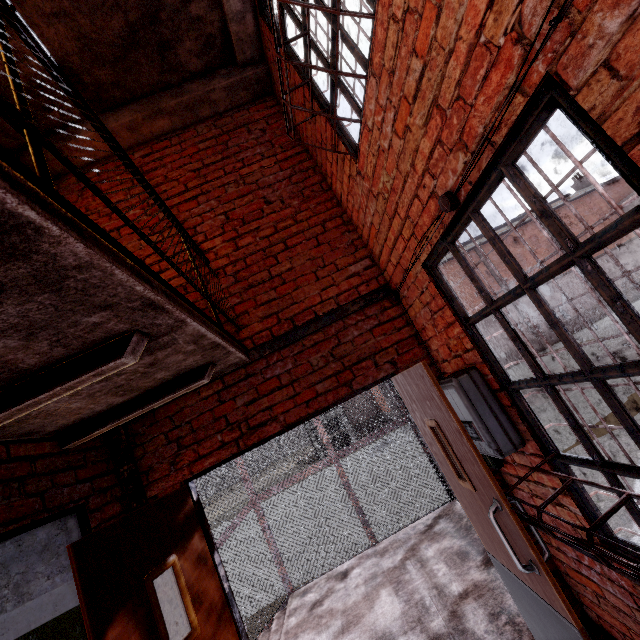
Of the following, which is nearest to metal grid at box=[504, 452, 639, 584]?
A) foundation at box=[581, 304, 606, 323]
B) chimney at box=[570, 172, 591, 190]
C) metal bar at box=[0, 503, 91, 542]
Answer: metal bar at box=[0, 503, 91, 542]

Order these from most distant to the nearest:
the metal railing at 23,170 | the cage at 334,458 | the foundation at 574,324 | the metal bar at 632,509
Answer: the foundation at 574,324, the cage at 334,458, the metal bar at 632,509, the metal railing at 23,170

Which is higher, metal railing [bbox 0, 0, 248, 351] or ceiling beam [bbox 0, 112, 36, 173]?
ceiling beam [bbox 0, 112, 36, 173]

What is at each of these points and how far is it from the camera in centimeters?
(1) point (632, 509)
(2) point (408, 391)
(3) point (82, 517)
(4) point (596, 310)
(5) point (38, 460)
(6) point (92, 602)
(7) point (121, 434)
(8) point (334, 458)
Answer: (1) metal bar, 155cm
(2) door, 260cm
(3) metal bar, 222cm
(4) foundation, 2366cm
(5) building, 208cm
(6) door, 178cm
(7) cage, 279cm
(8) cage, 552cm

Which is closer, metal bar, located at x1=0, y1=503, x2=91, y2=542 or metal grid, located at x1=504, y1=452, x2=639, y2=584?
metal grid, located at x1=504, y1=452, x2=639, y2=584

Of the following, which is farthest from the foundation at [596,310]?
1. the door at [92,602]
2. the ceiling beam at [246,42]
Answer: the door at [92,602]

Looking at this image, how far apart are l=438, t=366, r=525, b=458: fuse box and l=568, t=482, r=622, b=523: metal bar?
0.1 meters

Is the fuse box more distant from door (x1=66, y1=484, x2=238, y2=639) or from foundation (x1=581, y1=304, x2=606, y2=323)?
foundation (x1=581, y1=304, x2=606, y2=323)
